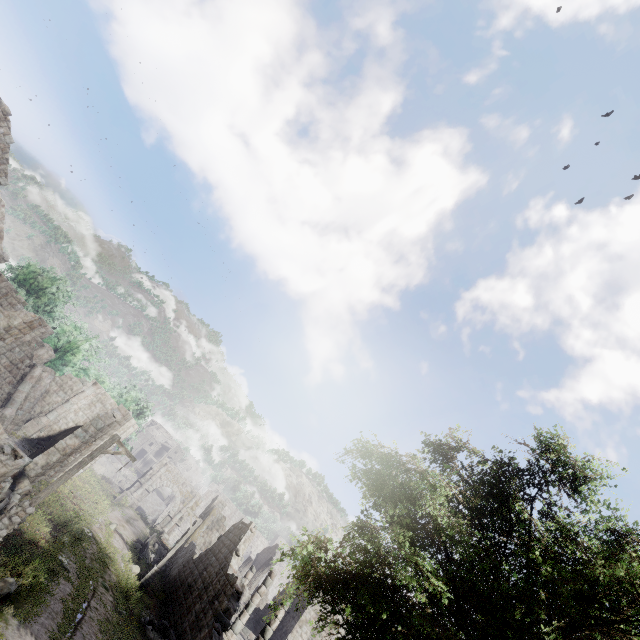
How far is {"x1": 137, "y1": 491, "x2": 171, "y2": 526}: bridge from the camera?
45.94m

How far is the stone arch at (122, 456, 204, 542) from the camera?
39.0m

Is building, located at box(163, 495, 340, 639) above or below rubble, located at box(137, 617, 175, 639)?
above

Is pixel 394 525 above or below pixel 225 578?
above

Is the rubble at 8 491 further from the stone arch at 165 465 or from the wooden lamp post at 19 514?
the stone arch at 165 465

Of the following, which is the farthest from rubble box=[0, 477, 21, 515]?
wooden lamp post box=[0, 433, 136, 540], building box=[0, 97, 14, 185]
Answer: wooden lamp post box=[0, 433, 136, 540]

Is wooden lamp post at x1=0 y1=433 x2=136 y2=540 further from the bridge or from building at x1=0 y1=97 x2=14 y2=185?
the bridge

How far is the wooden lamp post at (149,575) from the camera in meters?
20.8 m
